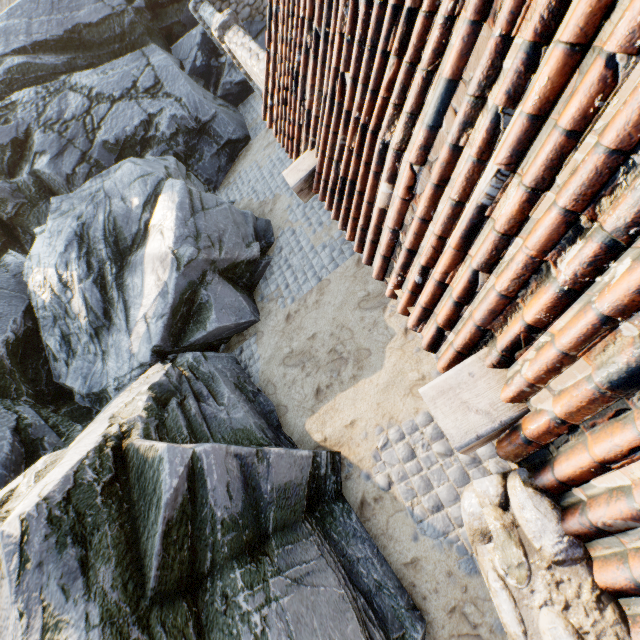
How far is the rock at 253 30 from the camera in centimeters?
1282cm

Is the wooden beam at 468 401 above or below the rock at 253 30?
above

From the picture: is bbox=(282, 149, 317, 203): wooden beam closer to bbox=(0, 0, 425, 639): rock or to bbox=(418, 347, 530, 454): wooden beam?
bbox=(418, 347, 530, 454): wooden beam

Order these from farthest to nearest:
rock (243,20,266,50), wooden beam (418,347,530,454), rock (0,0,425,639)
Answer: rock (243,20,266,50) < rock (0,0,425,639) < wooden beam (418,347,530,454)

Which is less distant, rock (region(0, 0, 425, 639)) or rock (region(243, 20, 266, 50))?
rock (region(0, 0, 425, 639))

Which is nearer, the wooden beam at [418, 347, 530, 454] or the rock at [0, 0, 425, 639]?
the wooden beam at [418, 347, 530, 454]

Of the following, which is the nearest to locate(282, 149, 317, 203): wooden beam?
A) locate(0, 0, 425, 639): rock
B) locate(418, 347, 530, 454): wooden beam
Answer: locate(418, 347, 530, 454): wooden beam

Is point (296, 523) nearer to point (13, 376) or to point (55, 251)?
point (13, 376)
